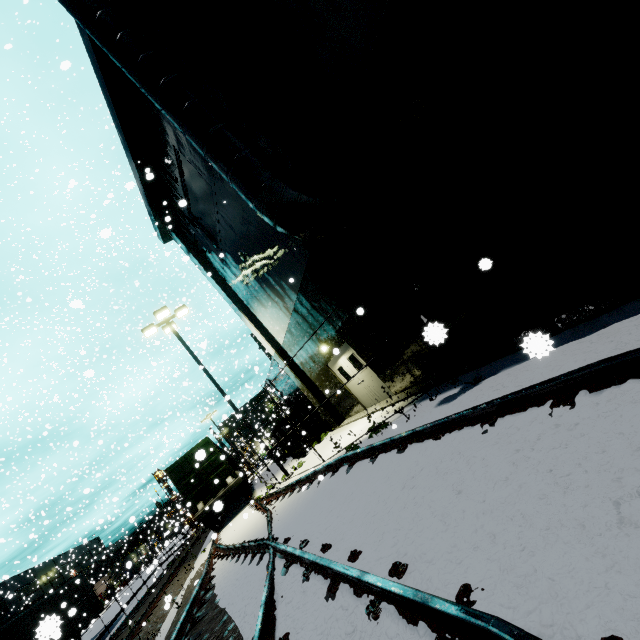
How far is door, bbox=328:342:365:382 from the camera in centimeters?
1148cm

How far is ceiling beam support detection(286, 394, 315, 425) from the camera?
17.8m

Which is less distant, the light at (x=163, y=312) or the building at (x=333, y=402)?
the building at (x=333, y=402)

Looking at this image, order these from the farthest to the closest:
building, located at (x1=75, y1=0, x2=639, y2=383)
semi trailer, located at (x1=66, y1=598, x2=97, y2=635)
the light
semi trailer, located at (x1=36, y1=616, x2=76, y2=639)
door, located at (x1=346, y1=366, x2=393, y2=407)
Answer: semi trailer, located at (x1=66, y1=598, x2=97, y2=635) < the light < door, located at (x1=346, y1=366, x2=393, y2=407) < building, located at (x1=75, y1=0, x2=639, y2=383) < semi trailer, located at (x1=36, y1=616, x2=76, y2=639)

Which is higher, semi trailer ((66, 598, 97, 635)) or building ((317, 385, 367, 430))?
semi trailer ((66, 598, 97, 635))

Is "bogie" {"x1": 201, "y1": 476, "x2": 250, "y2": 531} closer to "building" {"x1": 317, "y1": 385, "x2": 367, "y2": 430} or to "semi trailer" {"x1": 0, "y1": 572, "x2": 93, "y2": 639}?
"building" {"x1": 317, "y1": 385, "x2": 367, "y2": 430}

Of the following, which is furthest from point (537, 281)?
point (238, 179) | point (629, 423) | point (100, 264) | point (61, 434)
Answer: point (61, 434)

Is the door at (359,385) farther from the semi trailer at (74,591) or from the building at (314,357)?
the semi trailer at (74,591)
